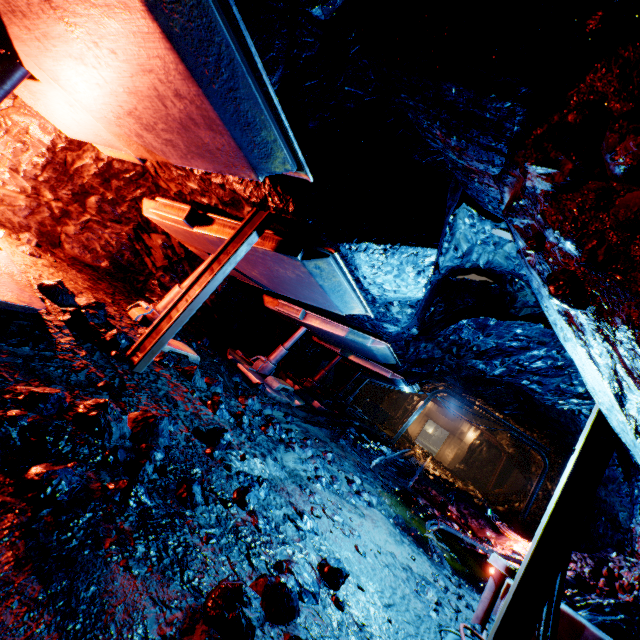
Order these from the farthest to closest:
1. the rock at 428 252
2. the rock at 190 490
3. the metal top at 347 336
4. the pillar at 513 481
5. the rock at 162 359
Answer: the pillar at 513 481
the metal top at 347 336
the rock at 162 359
the rock at 190 490
the rock at 428 252

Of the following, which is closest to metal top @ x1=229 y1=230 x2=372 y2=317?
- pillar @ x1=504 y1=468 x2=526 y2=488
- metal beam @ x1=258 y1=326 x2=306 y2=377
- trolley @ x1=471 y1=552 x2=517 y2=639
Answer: metal beam @ x1=258 y1=326 x2=306 y2=377

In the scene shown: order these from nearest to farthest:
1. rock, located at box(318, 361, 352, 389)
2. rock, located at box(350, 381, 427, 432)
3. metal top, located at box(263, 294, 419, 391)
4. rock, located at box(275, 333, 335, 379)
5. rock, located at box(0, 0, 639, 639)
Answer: rock, located at box(0, 0, 639, 639) → metal top, located at box(263, 294, 419, 391) → rock, located at box(275, 333, 335, 379) → rock, located at box(318, 361, 352, 389) → rock, located at box(350, 381, 427, 432)

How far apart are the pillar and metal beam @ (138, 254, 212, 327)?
24.0m

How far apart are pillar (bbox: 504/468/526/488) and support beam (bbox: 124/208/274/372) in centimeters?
2459cm

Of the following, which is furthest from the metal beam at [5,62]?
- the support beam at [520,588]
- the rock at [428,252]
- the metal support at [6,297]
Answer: the support beam at [520,588]

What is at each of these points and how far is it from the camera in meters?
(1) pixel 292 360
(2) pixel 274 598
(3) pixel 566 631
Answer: (1) rock, 12.4
(2) rock, 1.8
(3) trolley, 2.8

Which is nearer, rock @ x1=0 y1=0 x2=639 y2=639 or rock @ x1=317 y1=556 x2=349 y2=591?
rock @ x1=0 y1=0 x2=639 y2=639
